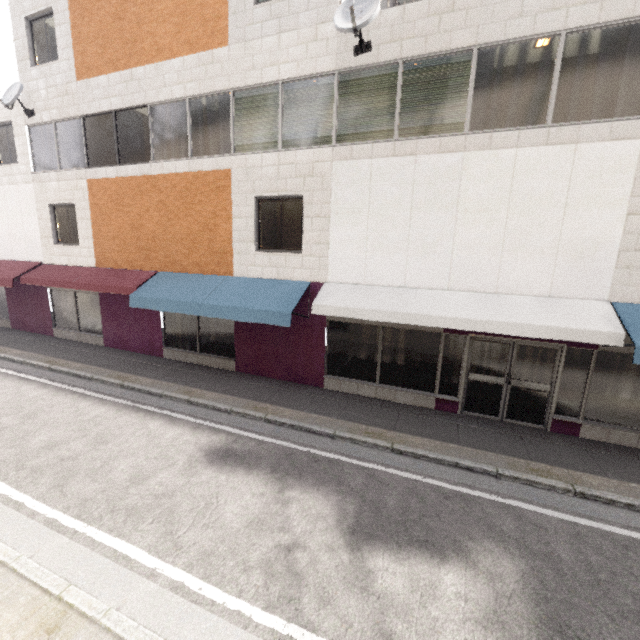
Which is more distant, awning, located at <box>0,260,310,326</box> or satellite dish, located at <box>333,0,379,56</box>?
awning, located at <box>0,260,310,326</box>

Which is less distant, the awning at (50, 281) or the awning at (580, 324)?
the awning at (580, 324)

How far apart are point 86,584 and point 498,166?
9.5 meters

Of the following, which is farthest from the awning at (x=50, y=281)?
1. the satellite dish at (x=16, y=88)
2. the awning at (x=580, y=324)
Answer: the satellite dish at (x=16, y=88)

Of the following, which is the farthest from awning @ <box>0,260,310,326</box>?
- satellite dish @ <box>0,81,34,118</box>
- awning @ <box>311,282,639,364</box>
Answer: satellite dish @ <box>0,81,34,118</box>

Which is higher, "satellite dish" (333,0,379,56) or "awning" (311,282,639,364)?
"satellite dish" (333,0,379,56)

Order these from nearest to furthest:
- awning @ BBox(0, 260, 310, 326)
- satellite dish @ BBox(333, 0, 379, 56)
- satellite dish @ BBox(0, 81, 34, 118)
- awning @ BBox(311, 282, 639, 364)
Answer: awning @ BBox(311, 282, 639, 364) → satellite dish @ BBox(333, 0, 379, 56) → awning @ BBox(0, 260, 310, 326) → satellite dish @ BBox(0, 81, 34, 118)

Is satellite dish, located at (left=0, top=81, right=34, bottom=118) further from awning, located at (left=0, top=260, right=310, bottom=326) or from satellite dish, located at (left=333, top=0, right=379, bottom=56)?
satellite dish, located at (left=333, top=0, right=379, bottom=56)
